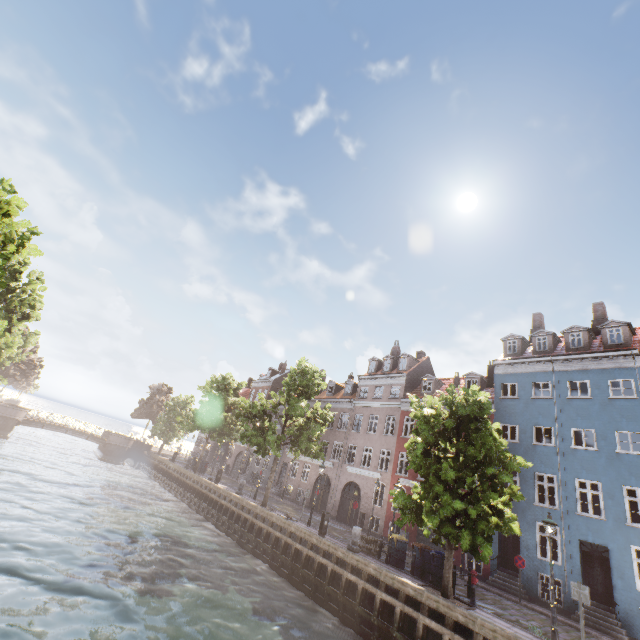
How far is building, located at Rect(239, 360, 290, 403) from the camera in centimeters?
4819cm

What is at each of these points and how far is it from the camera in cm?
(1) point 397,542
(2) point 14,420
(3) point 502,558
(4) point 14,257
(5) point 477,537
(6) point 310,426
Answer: (1) trash bin, 1633
(2) bridge, 3716
(3) building, 1912
(4) tree, 2708
(5) tree, 1206
(6) tree, 2369

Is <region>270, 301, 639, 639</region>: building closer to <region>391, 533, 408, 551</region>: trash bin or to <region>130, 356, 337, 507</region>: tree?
<region>130, 356, 337, 507</region>: tree

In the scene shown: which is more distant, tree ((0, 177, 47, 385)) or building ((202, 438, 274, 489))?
building ((202, 438, 274, 489))

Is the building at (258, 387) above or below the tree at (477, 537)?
above

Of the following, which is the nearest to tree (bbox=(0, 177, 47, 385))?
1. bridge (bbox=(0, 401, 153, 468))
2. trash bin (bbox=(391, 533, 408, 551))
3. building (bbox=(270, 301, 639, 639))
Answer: bridge (bbox=(0, 401, 153, 468))

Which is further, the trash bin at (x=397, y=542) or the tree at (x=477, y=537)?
the trash bin at (x=397, y=542)

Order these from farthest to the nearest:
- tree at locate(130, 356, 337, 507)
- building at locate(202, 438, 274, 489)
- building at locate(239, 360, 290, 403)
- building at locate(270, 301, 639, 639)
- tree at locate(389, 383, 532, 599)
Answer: building at locate(239, 360, 290, 403) → building at locate(202, 438, 274, 489) → tree at locate(130, 356, 337, 507) → building at locate(270, 301, 639, 639) → tree at locate(389, 383, 532, 599)
